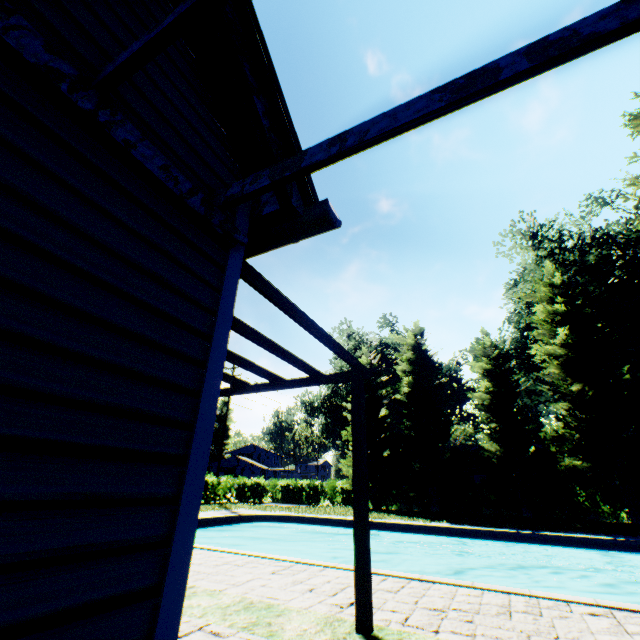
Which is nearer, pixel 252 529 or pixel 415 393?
pixel 252 529

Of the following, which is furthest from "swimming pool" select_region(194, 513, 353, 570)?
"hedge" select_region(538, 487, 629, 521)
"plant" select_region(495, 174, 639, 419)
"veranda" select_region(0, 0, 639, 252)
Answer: "hedge" select_region(538, 487, 629, 521)

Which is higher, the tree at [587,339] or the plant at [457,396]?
the plant at [457,396]

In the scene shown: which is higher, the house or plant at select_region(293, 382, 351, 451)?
plant at select_region(293, 382, 351, 451)

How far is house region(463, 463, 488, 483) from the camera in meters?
28.6 m

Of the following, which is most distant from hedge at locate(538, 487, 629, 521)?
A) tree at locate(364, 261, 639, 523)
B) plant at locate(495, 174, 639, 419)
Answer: plant at locate(495, 174, 639, 419)

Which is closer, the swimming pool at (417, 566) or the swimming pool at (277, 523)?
the swimming pool at (417, 566)

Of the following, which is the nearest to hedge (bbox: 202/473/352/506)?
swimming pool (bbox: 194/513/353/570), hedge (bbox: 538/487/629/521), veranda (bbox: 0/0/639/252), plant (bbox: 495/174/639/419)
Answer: plant (bbox: 495/174/639/419)
